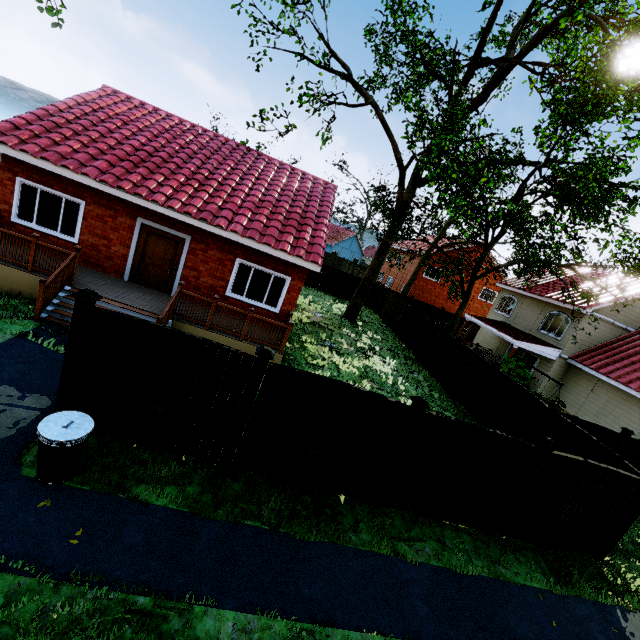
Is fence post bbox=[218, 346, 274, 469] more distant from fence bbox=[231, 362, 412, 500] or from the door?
the door

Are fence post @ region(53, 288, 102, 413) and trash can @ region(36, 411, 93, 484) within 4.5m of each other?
yes

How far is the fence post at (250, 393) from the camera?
5.5m

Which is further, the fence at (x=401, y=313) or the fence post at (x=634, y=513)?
the fence at (x=401, y=313)

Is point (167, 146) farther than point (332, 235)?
No

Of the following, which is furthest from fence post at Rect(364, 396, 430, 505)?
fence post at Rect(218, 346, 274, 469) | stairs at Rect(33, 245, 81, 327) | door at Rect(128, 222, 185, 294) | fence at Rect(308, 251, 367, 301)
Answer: door at Rect(128, 222, 185, 294)

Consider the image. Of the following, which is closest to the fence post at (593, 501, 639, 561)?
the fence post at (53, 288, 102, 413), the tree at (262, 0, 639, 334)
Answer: the tree at (262, 0, 639, 334)

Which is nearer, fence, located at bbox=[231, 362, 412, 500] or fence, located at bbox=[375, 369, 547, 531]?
fence, located at bbox=[231, 362, 412, 500]
